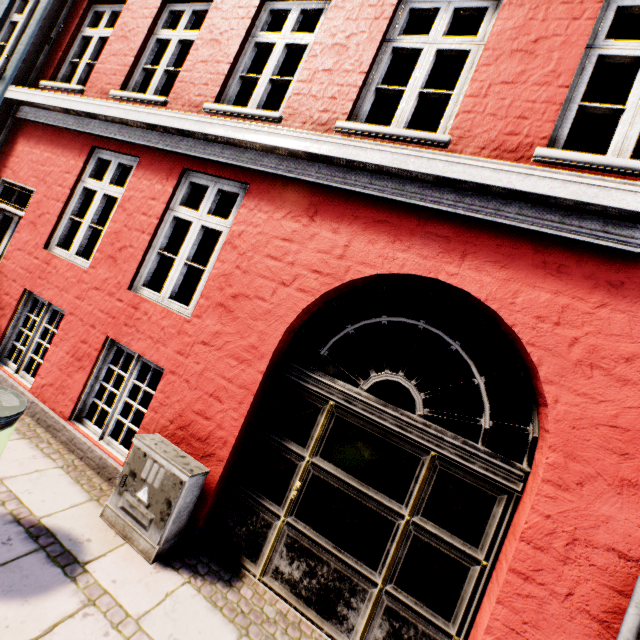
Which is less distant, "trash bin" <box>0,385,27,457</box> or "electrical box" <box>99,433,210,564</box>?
"trash bin" <box>0,385,27,457</box>

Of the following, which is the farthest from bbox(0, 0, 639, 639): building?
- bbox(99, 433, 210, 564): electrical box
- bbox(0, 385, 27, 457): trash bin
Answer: bbox(0, 385, 27, 457): trash bin

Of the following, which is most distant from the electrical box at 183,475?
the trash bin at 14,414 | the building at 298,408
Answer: the trash bin at 14,414

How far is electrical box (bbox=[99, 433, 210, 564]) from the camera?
2.9m

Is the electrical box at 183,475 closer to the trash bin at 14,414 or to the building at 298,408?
the building at 298,408

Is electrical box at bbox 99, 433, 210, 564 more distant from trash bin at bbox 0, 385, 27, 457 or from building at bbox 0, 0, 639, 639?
trash bin at bbox 0, 385, 27, 457

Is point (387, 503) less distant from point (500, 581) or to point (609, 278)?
point (500, 581)

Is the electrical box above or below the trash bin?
below
